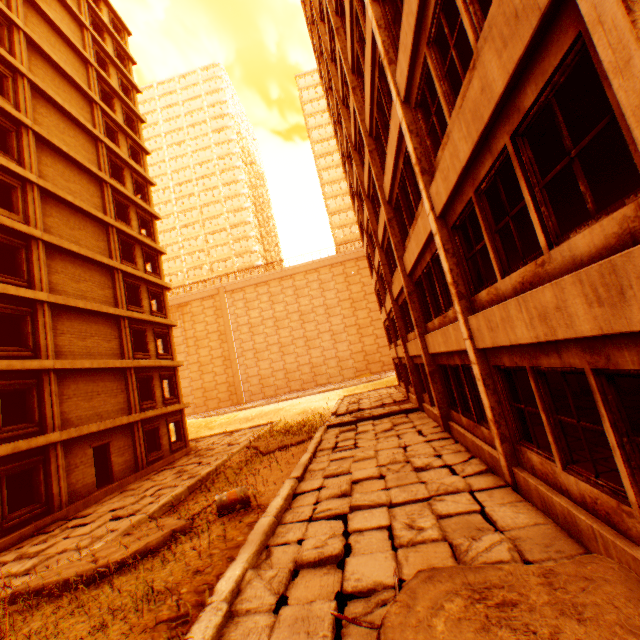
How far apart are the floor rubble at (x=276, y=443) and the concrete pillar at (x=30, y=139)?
17.3 meters

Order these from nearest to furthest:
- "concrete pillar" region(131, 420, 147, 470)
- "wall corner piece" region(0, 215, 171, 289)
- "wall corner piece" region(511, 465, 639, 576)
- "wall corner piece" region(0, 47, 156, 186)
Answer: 1. "wall corner piece" region(511, 465, 639, 576)
2. "wall corner piece" region(0, 215, 171, 289)
3. "wall corner piece" region(0, 47, 156, 186)
4. "concrete pillar" region(131, 420, 147, 470)

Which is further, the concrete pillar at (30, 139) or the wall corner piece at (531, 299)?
the concrete pillar at (30, 139)

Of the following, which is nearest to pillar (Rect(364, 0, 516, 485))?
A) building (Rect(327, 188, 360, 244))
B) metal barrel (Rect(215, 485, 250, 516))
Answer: metal barrel (Rect(215, 485, 250, 516))

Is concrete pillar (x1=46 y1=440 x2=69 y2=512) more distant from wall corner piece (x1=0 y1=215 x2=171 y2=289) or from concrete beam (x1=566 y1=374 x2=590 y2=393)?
concrete beam (x1=566 y1=374 x2=590 y2=393)

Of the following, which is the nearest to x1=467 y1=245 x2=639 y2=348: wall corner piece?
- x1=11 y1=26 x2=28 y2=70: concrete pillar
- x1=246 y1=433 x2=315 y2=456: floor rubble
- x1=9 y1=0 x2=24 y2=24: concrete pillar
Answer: x1=246 y1=433 x2=315 y2=456: floor rubble

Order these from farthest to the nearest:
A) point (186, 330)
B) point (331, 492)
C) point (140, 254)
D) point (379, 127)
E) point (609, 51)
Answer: point (186, 330)
point (140, 254)
point (379, 127)
point (331, 492)
point (609, 51)

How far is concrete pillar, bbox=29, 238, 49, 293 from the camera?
14.5 meters
